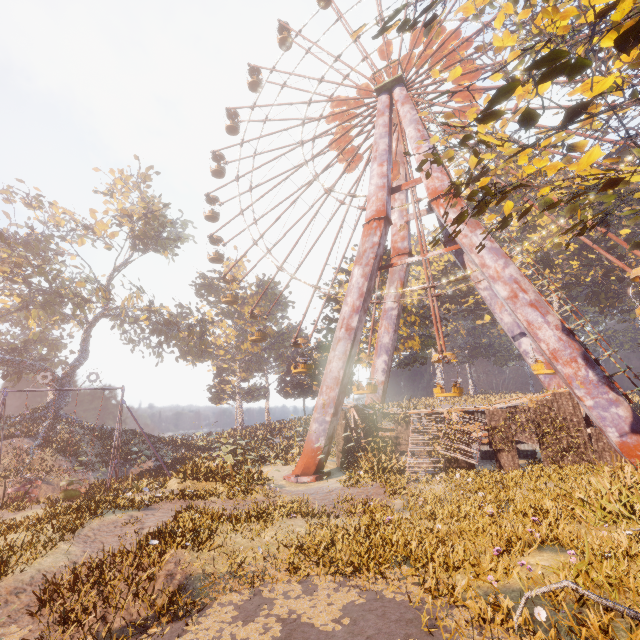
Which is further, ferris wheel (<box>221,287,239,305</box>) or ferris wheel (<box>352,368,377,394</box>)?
ferris wheel (<box>221,287,239,305</box>)

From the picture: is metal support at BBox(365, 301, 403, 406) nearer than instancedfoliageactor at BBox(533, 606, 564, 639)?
Result: No

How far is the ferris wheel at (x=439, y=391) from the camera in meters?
19.0 m

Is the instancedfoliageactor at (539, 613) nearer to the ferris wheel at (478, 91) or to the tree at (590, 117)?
the tree at (590, 117)

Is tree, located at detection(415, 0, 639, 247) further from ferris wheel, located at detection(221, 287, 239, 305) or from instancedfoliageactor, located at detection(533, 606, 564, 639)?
ferris wheel, located at detection(221, 287, 239, 305)

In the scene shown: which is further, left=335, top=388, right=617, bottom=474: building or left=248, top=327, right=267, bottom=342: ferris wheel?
left=248, top=327, right=267, bottom=342: ferris wheel

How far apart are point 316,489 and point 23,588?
10.6 meters

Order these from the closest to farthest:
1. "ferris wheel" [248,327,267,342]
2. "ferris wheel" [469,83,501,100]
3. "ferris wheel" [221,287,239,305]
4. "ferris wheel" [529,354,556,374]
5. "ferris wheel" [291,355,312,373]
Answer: "ferris wheel" [529,354,556,374] → "ferris wheel" [469,83,501,100] → "ferris wheel" [291,355,312,373] → "ferris wheel" [248,327,267,342] → "ferris wheel" [221,287,239,305]
